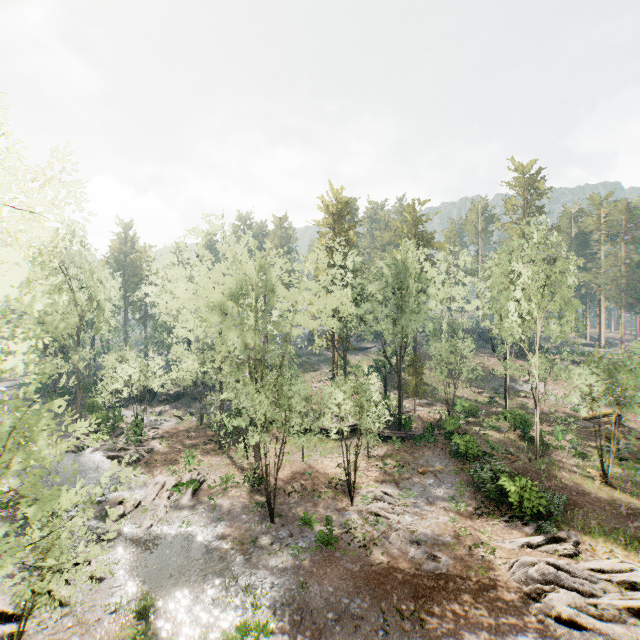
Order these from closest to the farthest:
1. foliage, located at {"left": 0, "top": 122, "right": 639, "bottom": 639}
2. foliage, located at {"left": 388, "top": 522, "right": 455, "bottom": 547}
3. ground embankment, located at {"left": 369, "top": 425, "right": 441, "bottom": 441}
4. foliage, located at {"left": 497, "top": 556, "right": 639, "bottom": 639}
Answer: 1. foliage, located at {"left": 0, "top": 122, "right": 639, "bottom": 639}
2. foliage, located at {"left": 497, "top": 556, "right": 639, "bottom": 639}
3. foliage, located at {"left": 388, "top": 522, "right": 455, "bottom": 547}
4. ground embankment, located at {"left": 369, "top": 425, "right": 441, "bottom": 441}

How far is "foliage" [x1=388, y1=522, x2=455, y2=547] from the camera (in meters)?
18.27

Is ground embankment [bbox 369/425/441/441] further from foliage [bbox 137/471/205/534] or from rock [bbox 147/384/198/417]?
rock [bbox 147/384/198/417]

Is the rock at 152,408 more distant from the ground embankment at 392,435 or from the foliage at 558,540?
the ground embankment at 392,435

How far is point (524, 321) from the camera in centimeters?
2794cm

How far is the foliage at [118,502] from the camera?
8.91m

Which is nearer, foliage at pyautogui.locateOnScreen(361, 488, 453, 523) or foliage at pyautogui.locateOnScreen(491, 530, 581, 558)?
foliage at pyautogui.locateOnScreen(491, 530, 581, 558)
